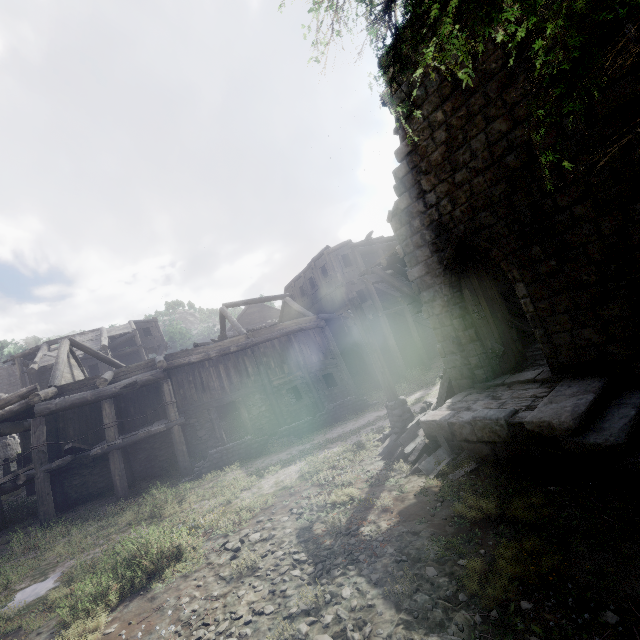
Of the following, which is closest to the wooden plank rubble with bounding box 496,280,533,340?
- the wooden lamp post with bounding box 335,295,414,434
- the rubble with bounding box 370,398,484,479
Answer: the rubble with bounding box 370,398,484,479

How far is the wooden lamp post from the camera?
10.0 meters

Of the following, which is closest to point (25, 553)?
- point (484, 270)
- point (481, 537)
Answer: point (481, 537)

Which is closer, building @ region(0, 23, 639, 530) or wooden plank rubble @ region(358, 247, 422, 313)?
building @ region(0, 23, 639, 530)

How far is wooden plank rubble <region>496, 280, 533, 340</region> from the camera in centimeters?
1008cm

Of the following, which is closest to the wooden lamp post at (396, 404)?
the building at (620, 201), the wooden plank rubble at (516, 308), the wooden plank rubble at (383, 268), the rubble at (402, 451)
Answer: the rubble at (402, 451)

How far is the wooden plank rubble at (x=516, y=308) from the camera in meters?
10.1

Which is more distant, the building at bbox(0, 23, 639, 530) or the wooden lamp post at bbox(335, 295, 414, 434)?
the wooden lamp post at bbox(335, 295, 414, 434)
